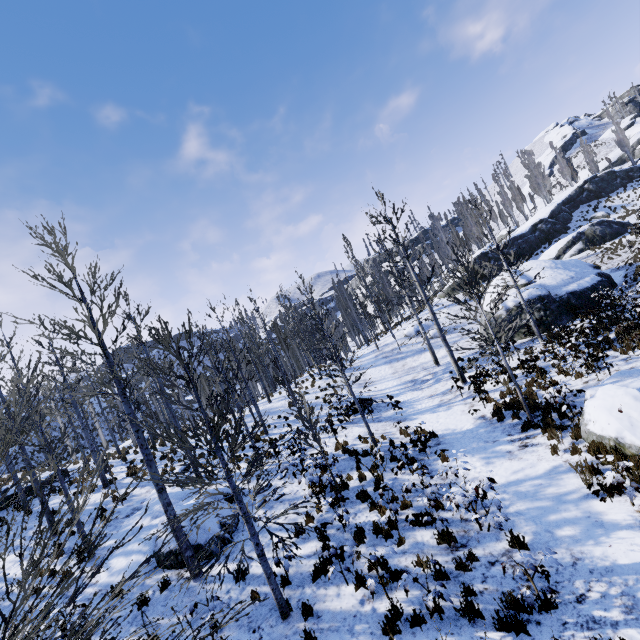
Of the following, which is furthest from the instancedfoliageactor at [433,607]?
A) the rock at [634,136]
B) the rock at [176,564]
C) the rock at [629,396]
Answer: the rock at [176,564]

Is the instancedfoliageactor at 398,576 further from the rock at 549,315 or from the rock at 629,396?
the rock at 629,396

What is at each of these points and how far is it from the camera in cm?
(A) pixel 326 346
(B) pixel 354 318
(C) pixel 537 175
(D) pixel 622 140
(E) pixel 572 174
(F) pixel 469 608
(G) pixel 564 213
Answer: (A) instancedfoliageactor, 2723
(B) instancedfoliageactor, 3594
(C) instancedfoliageactor, 5281
(D) instancedfoliageactor, 5034
(E) instancedfoliageactor, 5594
(F) instancedfoliageactor, 536
(G) rock, 4094

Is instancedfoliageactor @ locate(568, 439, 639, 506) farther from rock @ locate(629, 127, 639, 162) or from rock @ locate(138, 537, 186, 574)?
rock @ locate(138, 537, 186, 574)

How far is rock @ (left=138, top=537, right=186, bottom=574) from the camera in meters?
9.0 m

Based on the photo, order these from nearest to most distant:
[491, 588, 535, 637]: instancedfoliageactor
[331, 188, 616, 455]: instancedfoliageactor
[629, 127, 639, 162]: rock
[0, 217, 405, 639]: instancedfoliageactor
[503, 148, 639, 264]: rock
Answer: [0, 217, 405, 639]: instancedfoliageactor
[491, 588, 535, 637]: instancedfoliageactor
[331, 188, 616, 455]: instancedfoliageactor
[503, 148, 639, 264]: rock
[629, 127, 639, 162]: rock

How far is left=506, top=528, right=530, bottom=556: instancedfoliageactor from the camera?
6.3 meters
